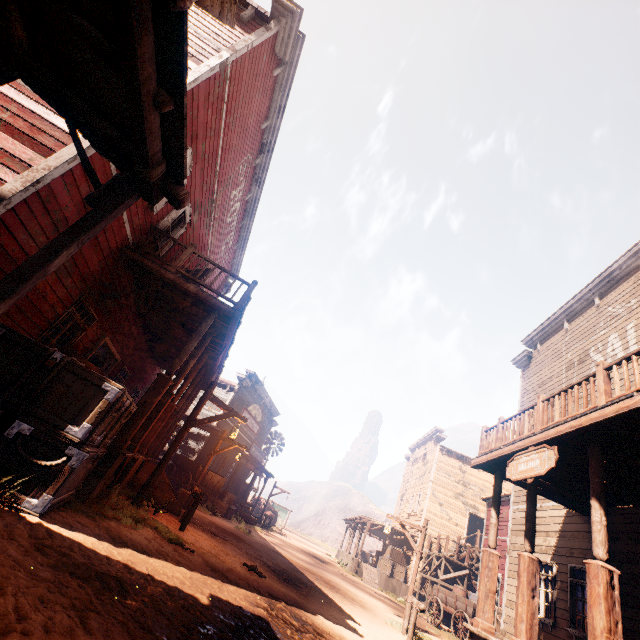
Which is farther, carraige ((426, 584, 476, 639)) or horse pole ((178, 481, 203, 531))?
carraige ((426, 584, 476, 639))

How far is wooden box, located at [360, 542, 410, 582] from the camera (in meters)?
22.92

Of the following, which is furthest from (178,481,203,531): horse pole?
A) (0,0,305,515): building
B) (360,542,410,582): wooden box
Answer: (360,542,410,582): wooden box

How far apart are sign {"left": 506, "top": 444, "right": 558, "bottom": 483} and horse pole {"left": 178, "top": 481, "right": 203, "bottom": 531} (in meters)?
7.45

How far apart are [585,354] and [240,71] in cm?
1455

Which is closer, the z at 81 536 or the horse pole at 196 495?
the z at 81 536

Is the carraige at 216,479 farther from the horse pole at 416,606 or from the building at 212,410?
the horse pole at 416,606

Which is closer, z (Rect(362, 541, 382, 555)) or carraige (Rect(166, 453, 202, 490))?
carraige (Rect(166, 453, 202, 490))
